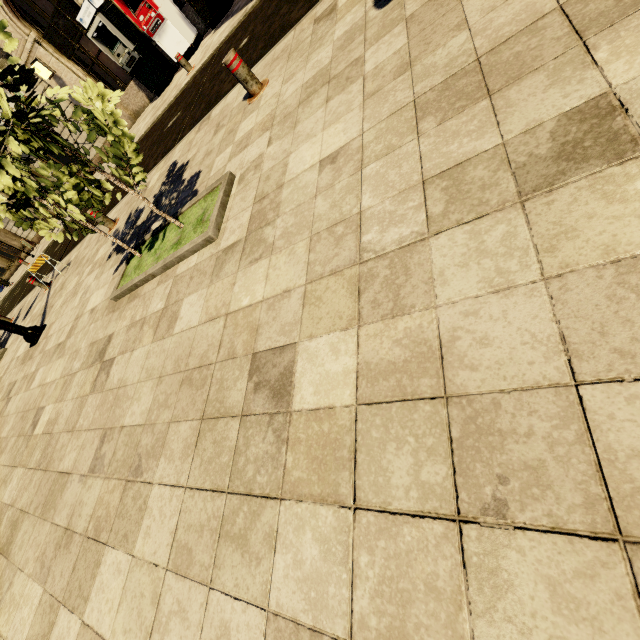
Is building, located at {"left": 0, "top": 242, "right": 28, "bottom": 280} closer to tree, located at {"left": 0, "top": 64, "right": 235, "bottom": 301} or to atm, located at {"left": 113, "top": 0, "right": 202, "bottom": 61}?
atm, located at {"left": 113, "top": 0, "right": 202, "bottom": 61}

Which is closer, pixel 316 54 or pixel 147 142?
pixel 316 54

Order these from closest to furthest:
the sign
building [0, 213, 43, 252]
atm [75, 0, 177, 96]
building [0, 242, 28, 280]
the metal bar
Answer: the metal bar → atm [75, 0, 177, 96] → the sign → building [0, 213, 43, 252] → building [0, 242, 28, 280]

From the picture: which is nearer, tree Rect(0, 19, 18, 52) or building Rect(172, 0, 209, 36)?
tree Rect(0, 19, 18, 52)

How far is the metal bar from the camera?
4.3m

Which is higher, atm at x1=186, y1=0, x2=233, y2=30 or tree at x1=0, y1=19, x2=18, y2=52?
tree at x1=0, y1=19, x2=18, y2=52

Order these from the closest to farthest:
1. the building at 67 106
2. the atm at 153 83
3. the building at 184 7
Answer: the atm at 153 83
the building at 184 7
the building at 67 106

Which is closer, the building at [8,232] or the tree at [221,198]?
the tree at [221,198]
